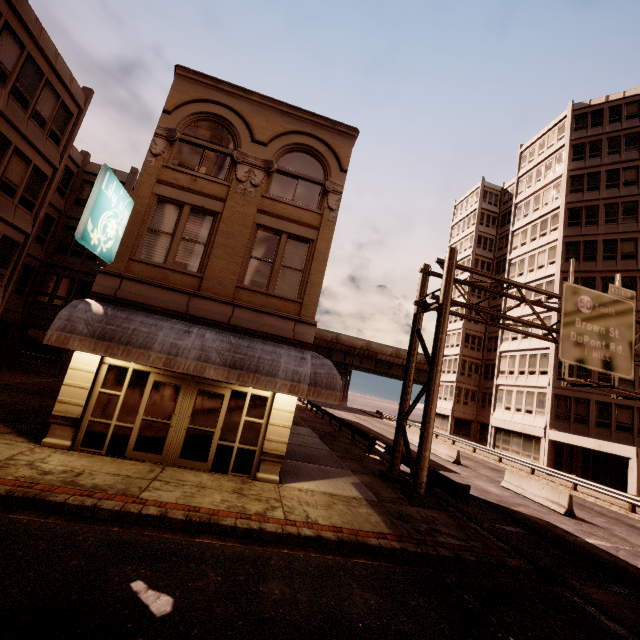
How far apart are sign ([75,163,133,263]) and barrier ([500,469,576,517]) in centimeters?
2162cm

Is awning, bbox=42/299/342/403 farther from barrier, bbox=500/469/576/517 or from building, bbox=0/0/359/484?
barrier, bbox=500/469/576/517

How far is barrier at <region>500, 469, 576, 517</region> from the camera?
15.2 meters

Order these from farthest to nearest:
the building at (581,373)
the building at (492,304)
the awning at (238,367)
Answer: the building at (492,304)
the building at (581,373)
the awning at (238,367)

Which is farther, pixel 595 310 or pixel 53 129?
pixel 53 129

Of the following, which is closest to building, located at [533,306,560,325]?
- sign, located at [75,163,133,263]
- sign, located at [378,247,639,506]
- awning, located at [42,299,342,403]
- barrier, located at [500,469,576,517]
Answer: sign, located at [378,247,639,506]

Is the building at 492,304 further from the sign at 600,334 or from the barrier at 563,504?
the barrier at 563,504

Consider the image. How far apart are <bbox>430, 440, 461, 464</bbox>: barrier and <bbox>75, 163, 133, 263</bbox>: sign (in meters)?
→ 24.26
